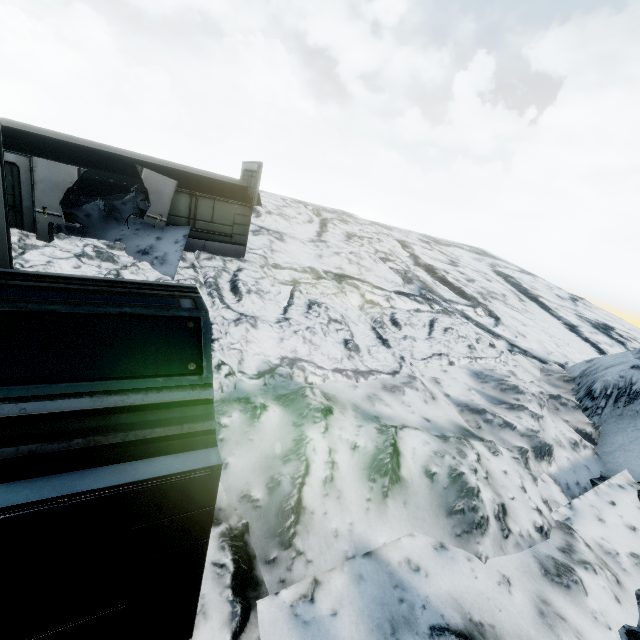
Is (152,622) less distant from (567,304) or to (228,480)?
(228,480)

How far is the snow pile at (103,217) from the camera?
11.8m

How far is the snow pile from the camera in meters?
11.8
